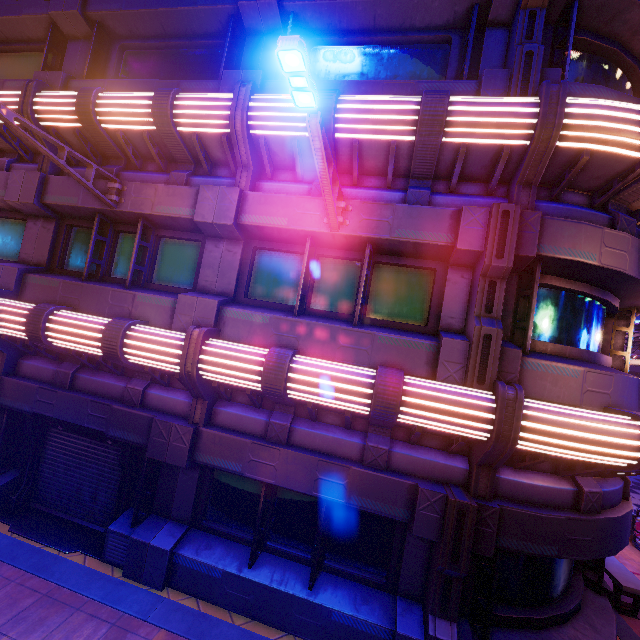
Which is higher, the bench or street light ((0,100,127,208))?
street light ((0,100,127,208))

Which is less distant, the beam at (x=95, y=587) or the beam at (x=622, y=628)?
the beam at (x=95, y=587)

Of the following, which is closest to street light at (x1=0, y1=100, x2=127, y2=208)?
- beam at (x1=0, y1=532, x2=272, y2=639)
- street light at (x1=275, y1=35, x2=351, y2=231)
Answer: street light at (x1=275, y1=35, x2=351, y2=231)

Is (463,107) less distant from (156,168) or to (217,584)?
(156,168)

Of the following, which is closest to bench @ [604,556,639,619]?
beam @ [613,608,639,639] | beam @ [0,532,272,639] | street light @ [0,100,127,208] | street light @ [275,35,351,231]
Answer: beam @ [613,608,639,639]

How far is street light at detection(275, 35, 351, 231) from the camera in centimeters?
286cm

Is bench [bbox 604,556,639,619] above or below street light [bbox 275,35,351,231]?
below

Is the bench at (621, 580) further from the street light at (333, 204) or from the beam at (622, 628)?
the street light at (333, 204)
